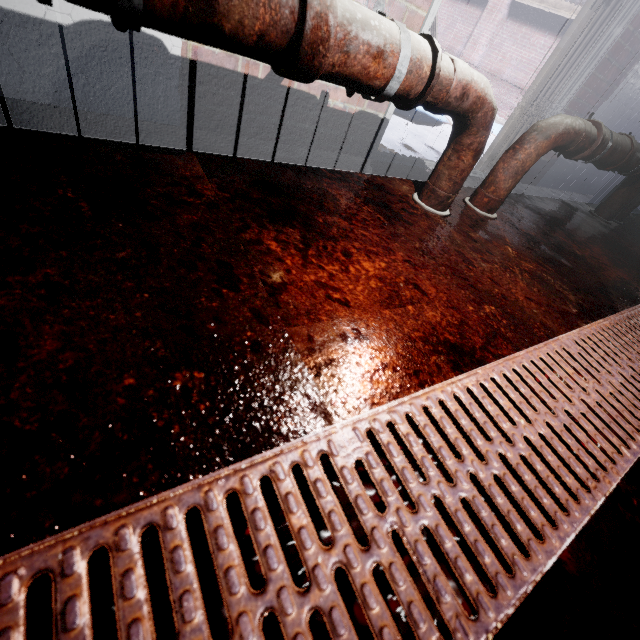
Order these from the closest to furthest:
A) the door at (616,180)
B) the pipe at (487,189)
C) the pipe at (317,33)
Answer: the pipe at (317,33), the pipe at (487,189), the door at (616,180)

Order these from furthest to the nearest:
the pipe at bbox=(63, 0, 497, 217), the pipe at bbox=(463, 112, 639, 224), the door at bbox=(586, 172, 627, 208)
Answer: the door at bbox=(586, 172, 627, 208), the pipe at bbox=(463, 112, 639, 224), the pipe at bbox=(63, 0, 497, 217)

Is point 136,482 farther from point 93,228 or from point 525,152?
point 525,152

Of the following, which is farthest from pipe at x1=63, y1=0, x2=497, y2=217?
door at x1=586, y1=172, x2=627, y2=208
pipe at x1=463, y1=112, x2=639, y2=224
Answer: door at x1=586, y1=172, x2=627, y2=208

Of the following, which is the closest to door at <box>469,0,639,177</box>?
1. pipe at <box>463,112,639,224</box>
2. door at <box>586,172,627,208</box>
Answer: pipe at <box>463,112,639,224</box>

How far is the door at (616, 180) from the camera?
3.1m

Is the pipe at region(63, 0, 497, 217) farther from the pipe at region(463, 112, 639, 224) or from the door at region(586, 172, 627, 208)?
the door at region(586, 172, 627, 208)
